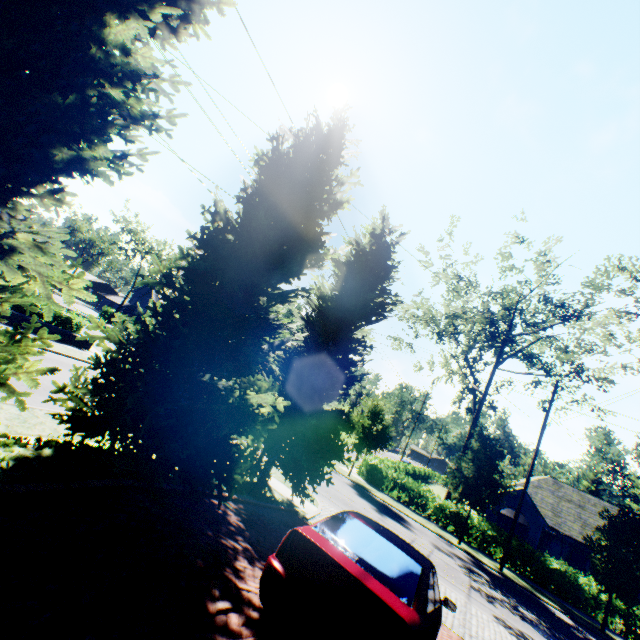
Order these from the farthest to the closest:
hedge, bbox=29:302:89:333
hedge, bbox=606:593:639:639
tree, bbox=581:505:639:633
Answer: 1. hedge, bbox=29:302:89:333
2. hedge, bbox=606:593:639:639
3. tree, bbox=581:505:639:633

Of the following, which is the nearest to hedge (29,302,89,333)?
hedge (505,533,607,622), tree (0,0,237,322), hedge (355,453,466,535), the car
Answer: tree (0,0,237,322)

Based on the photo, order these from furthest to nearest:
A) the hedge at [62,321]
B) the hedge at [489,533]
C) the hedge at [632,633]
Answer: the hedge at [489,533] → the hedge at [62,321] → the hedge at [632,633]

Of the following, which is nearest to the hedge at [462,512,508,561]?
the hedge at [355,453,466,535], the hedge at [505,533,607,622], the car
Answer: the hedge at [505,533,607,622]

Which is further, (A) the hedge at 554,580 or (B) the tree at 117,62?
(A) the hedge at 554,580

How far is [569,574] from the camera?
19.4m

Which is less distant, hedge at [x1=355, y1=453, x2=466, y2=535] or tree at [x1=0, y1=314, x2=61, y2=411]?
tree at [x1=0, y1=314, x2=61, y2=411]

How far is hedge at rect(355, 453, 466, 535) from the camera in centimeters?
2277cm
